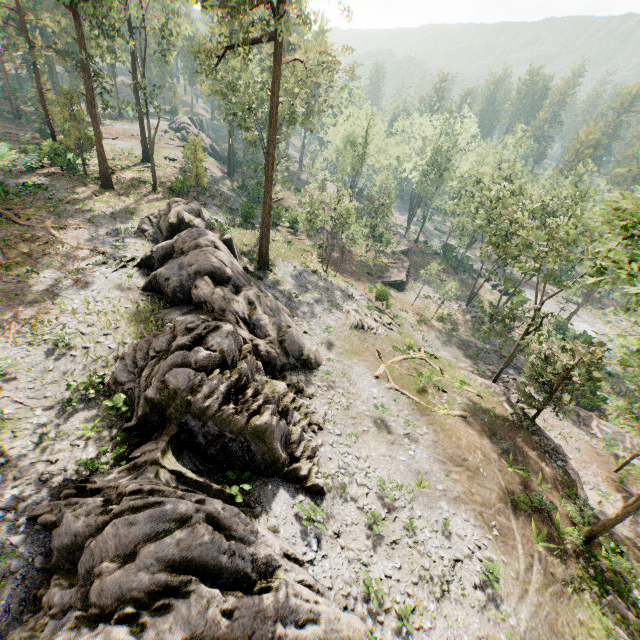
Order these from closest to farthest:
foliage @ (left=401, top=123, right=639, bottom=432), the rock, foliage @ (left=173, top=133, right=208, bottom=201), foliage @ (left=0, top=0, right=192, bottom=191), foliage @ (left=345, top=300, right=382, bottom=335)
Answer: the rock
foliage @ (left=401, top=123, right=639, bottom=432)
foliage @ (left=0, top=0, right=192, bottom=191)
foliage @ (left=345, top=300, right=382, bottom=335)
foliage @ (left=173, top=133, right=208, bottom=201)

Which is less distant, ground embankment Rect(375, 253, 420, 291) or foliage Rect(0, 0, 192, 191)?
foliage Rect(0, 0, 192, 191)

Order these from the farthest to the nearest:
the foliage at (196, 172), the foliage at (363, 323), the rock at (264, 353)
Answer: the foliage at (196, 172) < the foliage at (363, 323) < the rock at (264, 353)

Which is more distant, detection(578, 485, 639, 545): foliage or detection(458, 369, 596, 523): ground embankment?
detection(458, 369, 596, 523): ground embankment

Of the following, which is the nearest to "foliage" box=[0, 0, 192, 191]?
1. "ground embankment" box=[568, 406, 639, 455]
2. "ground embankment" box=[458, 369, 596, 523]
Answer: "ground embankment" box=[458, 369, 596, 523]

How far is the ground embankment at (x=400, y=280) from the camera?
45.72m

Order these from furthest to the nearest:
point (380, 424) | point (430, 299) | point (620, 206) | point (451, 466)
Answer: point (430, 299)
point (380, 424)
point (451, 466)
point (620, 206)
